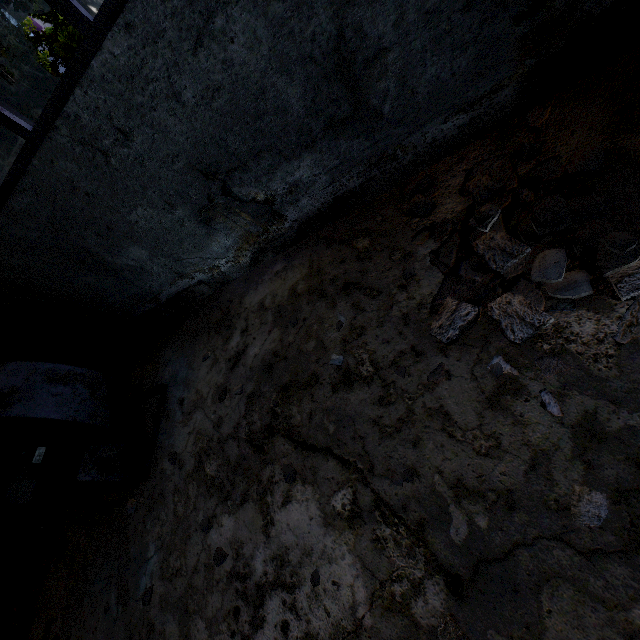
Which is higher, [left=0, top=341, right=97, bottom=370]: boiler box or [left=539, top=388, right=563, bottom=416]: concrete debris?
[left=0, top=341, right=97, bottom=370]: boiler box

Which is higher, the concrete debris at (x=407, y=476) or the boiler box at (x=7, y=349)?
the boiler box at (x=7, y=349)

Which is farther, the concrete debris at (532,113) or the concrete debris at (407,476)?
the concrete debris at (532,113)

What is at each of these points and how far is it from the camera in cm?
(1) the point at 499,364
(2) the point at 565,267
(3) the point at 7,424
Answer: (1) concrete debris, 229
(2) concrete debris, 222
(3) fan motor, 378

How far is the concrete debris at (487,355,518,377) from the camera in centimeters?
223cm

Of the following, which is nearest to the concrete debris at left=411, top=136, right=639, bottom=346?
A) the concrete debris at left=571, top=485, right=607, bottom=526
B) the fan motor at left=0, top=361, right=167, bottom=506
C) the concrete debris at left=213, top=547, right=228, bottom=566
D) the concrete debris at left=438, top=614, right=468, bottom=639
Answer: the concrete debris at left=571, top=485, right=607, bottom=526

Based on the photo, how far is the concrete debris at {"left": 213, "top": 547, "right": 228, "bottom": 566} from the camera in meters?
3.1 m

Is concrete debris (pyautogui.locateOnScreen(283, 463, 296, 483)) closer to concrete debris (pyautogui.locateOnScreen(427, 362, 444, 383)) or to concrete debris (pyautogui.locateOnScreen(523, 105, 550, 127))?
concrete debris (pyautogui.locateOnScreen(427, 362, 444, 383))
